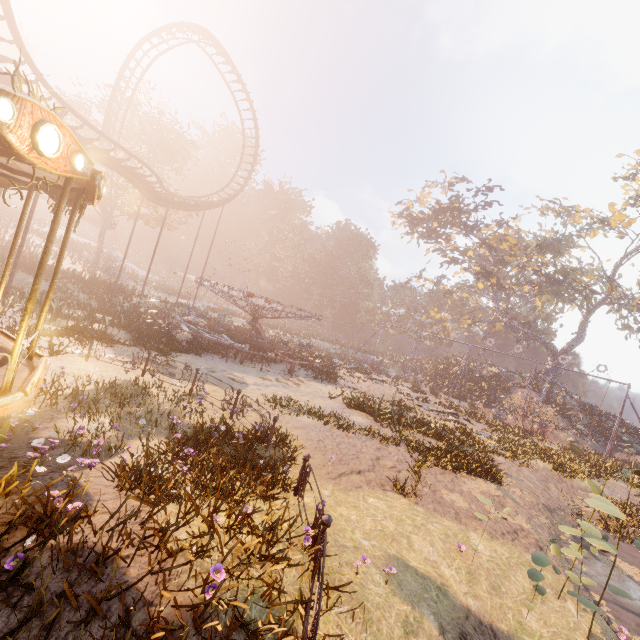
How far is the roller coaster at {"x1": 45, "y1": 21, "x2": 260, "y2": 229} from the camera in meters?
17.1

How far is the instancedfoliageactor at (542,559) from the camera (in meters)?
5.21

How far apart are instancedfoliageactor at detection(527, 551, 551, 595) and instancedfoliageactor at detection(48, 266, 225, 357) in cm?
2336

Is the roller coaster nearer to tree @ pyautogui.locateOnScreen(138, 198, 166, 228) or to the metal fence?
tree @ pyautogui.locateOnScreen(138, 198, 166, 228)

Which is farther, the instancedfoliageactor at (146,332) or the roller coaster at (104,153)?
the roller coaster at (104,153)

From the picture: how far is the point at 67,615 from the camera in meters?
2.9 m

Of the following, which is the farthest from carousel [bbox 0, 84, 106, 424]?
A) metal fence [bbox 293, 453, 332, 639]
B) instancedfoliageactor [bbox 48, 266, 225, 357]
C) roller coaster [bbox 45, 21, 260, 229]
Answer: instancedfoliageactor [bbox 48, 266, 225, 357]

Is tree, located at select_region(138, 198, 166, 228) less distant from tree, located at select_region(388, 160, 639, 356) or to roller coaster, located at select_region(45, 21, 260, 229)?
roller coaster, located at select_region(45, 21, 260, 229)
